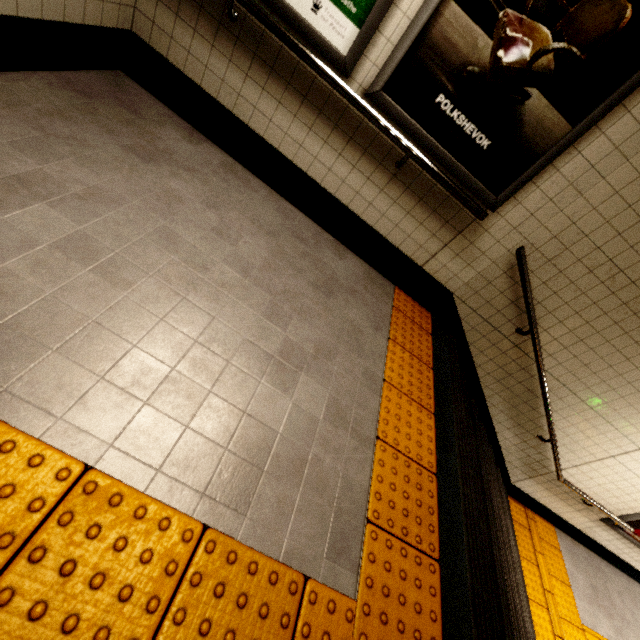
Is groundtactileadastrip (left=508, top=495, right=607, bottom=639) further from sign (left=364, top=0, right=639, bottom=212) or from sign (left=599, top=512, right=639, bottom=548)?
sign (left=364, top=0, right=639, bottom=212)

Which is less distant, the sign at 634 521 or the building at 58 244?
the building at 58 244

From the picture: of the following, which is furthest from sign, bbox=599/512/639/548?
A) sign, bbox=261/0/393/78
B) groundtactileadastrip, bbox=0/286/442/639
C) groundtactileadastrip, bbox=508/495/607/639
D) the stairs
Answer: sign, bbox=261/0/393/78

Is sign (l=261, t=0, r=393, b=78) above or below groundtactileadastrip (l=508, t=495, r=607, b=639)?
above

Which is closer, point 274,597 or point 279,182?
point 274,597

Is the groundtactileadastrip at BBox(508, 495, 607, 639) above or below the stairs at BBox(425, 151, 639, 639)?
below

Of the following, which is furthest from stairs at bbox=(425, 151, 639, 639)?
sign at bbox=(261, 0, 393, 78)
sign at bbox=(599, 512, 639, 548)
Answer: sign at bbox=(261, 0, 393, 78)

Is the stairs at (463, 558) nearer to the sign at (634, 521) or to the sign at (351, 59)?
the sign at (634, 521)
